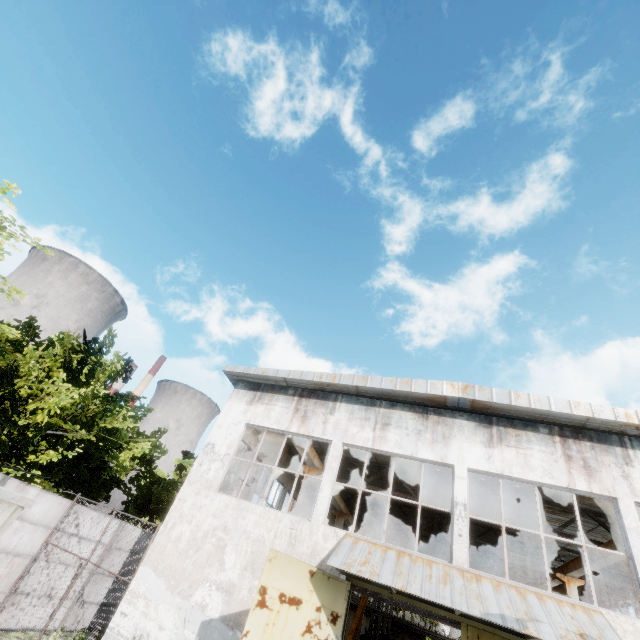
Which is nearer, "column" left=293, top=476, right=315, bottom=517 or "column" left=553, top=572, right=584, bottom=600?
"column" left=293, top=476, right=315, bottom=517

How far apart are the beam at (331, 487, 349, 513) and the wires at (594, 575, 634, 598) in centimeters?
1483cm

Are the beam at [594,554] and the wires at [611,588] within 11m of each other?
yes

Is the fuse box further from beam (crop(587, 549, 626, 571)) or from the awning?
beam (crop(587, 549, 626, 571))

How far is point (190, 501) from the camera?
11.22m

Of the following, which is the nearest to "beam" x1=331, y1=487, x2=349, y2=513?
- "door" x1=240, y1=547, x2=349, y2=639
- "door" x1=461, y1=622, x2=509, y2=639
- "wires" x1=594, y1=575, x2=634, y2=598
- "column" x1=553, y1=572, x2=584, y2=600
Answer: "door" x1=240, y1=547, x2=349, y2=639

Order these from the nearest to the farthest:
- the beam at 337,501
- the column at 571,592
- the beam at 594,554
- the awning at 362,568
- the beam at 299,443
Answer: the awning at 362,568
the beam at 594,554
the beam at 299,443
the column at 571,592
the beam at 337,501

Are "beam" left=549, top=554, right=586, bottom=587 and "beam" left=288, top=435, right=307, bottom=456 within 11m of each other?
no
